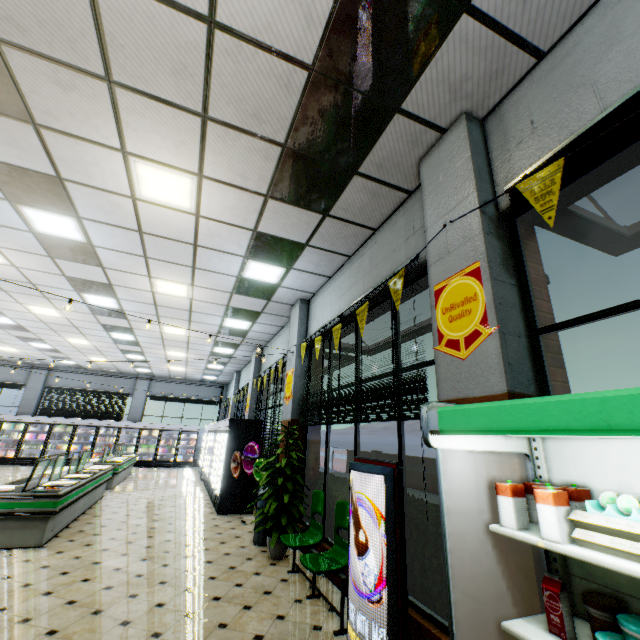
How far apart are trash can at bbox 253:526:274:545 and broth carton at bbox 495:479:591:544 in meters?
5.3

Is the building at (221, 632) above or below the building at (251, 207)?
below

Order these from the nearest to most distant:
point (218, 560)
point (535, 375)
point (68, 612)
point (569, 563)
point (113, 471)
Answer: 1. point (569, 563)
2. point (535, 375)
3. point (68, 612)
4. point (218, 560)
5. point (113, 471)

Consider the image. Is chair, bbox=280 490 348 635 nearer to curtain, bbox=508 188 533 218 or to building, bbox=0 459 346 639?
building, bbox=0 459 346 639

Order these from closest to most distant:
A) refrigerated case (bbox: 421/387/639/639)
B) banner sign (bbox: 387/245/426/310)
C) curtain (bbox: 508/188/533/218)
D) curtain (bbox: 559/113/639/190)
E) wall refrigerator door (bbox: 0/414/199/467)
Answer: refrigerated case (bbox: 421/387/639/639) → curtain (bbox: 559/113/639/190) → curtain (bbox: 508/188/533/218) → banner sign (bbox: 387/245/426/310) → wall refrigerator door (bbox: 0/414/199/467)

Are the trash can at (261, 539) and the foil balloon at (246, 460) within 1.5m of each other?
yes

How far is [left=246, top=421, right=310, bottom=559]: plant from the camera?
5.2m

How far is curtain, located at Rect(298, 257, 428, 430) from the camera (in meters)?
3.37
